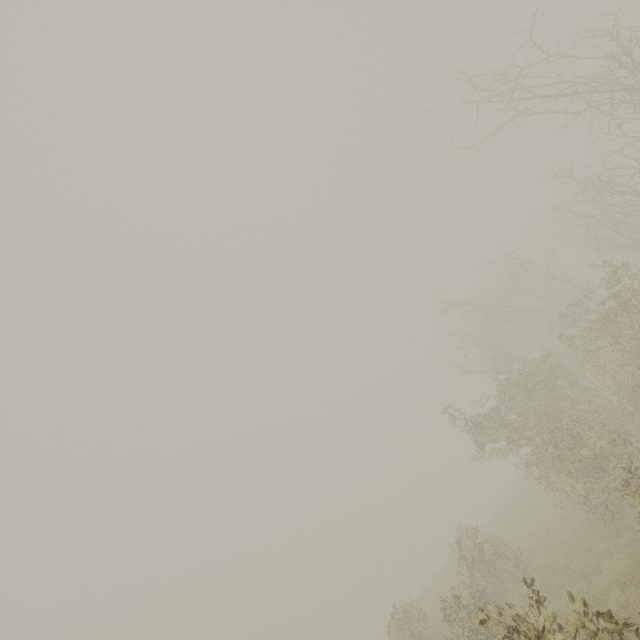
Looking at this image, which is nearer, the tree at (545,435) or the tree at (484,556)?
the tree at (484,556)

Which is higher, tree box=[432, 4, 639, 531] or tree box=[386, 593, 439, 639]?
tree box=[432, 4, 639, 531]

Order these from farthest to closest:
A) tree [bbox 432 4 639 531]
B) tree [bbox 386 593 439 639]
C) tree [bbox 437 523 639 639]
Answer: tree [bbox 386 593 439 639]
tree [bbox 432 4 639 531]
tree [bbox 437 523 639 639]

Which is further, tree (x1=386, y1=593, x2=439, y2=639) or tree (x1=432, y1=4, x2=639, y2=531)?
tree (x1=386, y1=593, x2=439, y2=639)

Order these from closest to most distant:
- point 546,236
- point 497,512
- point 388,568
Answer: point 497,512 → point 546,236 → point 388,568
